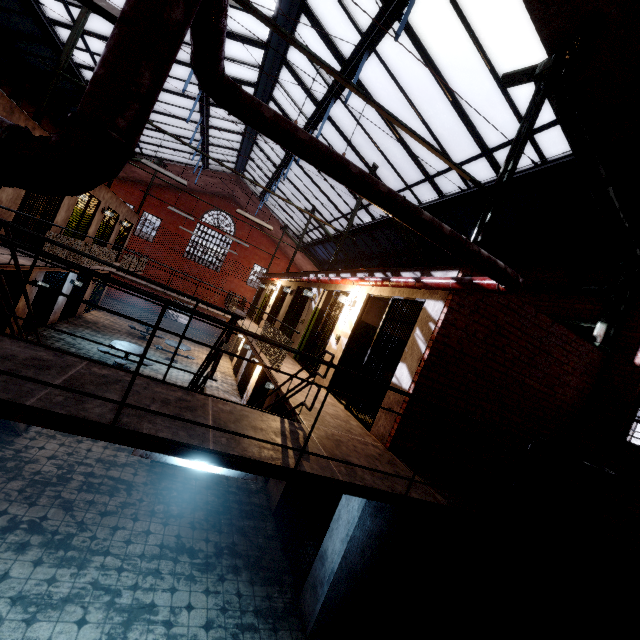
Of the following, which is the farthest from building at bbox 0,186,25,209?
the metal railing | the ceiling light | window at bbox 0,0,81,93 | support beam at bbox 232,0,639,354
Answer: window at bbox 0,0,81,93

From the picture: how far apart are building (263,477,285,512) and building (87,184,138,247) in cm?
797

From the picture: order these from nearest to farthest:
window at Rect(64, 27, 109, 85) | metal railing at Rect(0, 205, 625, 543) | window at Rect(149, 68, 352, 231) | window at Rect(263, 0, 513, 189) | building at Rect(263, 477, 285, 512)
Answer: metal railing at Rect(0, 205, 625, 543) < window at Rect(263, 0, 513, 189) < building at Rect(263, 477, 285, 512) < window at Rect(64, 27, 109, 85) < window at Rect(149, 68, 352, 231)

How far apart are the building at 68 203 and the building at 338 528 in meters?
8.0

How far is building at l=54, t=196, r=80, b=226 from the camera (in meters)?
10.12

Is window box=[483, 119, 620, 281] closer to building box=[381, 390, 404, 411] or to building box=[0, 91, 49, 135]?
building box=[381, 390, 404, 411]

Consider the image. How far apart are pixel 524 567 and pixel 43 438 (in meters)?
9.77

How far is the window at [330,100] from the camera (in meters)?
8.52
